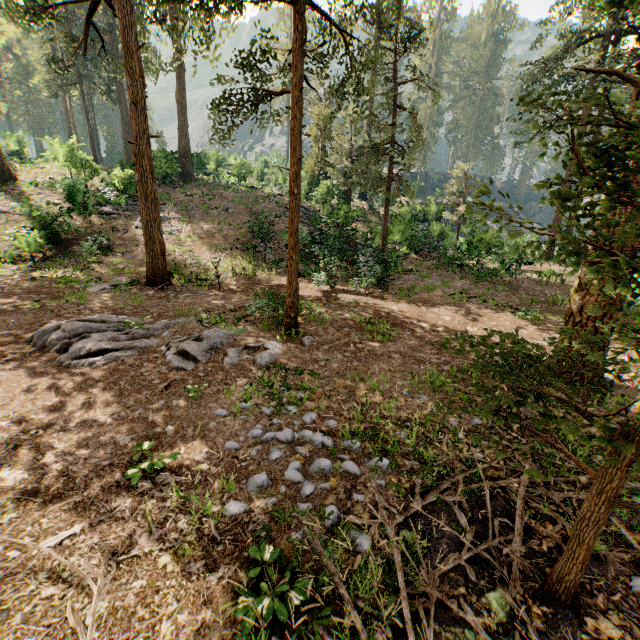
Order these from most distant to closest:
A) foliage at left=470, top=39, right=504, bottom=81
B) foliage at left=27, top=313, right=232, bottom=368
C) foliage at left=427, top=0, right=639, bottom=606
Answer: foliage at left=470, top=39, right=504, bottom=81, foliage at left=27, top=313, right=232, bottom=368, foliage at left=427, top=0, right=639, bottom=606

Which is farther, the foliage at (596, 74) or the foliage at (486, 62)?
the foliage at (486, 62)

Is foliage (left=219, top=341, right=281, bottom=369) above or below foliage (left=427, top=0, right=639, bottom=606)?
below

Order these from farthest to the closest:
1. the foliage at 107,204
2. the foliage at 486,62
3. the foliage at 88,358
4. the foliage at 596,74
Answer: the foliage at 486,62 → the foliage at 107,204 → the foliage at 88,358 → the foliage at 596,74

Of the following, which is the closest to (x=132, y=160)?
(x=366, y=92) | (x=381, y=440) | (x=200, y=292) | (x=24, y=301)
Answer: (x=200, y=292)

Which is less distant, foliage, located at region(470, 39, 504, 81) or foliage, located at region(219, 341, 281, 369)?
foliage, located at region(219, 341, 281, 369)

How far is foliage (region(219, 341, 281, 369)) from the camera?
7.60m
